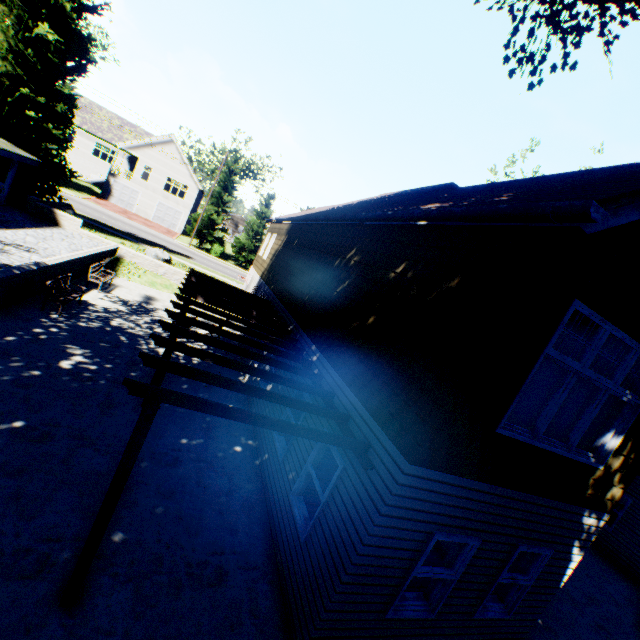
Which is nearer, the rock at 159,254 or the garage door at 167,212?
the rock at 159,254

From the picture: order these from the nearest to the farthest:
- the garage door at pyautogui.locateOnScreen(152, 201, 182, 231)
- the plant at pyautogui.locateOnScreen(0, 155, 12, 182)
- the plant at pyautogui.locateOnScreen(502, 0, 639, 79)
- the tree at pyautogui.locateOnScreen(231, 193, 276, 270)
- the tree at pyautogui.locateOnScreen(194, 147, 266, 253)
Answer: the plant at pyautogui.locateOnScreen(502, 0, 639, 79)
the plant at pyautogui.locateOnScreen(0, 155, 12, 182)
the tree at pyautogui.locateOnScreen(194, 147, 266, 253)
the tree at pyautogui.locateOnScreen(231, 193, 276, 270)
the garage door at pyautogui.locateOnScreen(152, 201, 182, 231)

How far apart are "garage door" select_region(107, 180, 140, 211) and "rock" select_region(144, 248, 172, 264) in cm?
2436

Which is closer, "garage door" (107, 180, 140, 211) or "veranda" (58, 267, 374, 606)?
"veranda" (58, 267, 374, 606)

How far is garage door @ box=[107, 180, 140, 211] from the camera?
41.06m

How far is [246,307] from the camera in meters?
10.2

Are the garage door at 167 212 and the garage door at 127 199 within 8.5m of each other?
yes

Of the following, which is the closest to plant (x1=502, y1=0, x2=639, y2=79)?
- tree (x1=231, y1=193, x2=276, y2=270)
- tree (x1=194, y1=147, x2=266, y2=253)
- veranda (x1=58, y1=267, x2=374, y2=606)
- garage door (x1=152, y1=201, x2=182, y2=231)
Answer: tree (x1=194, y1=147, x2=266, y2=253)
